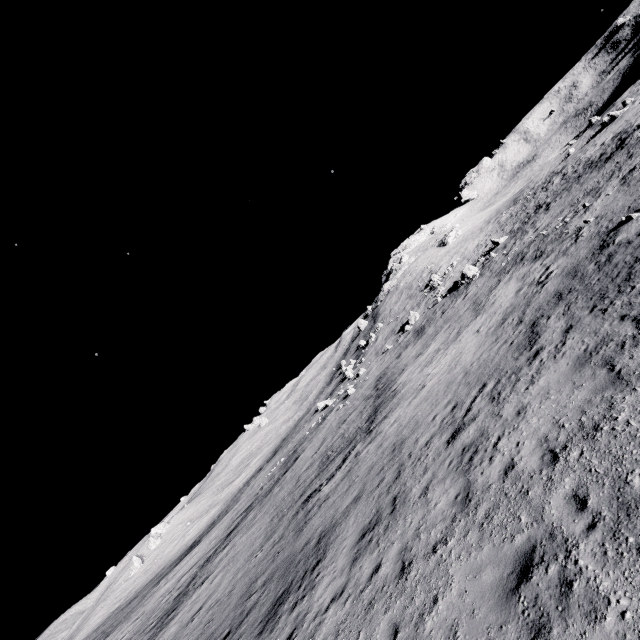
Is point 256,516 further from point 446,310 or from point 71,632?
point 71,632

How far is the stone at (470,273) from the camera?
33.7m

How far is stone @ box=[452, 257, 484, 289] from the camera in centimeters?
3368cm
